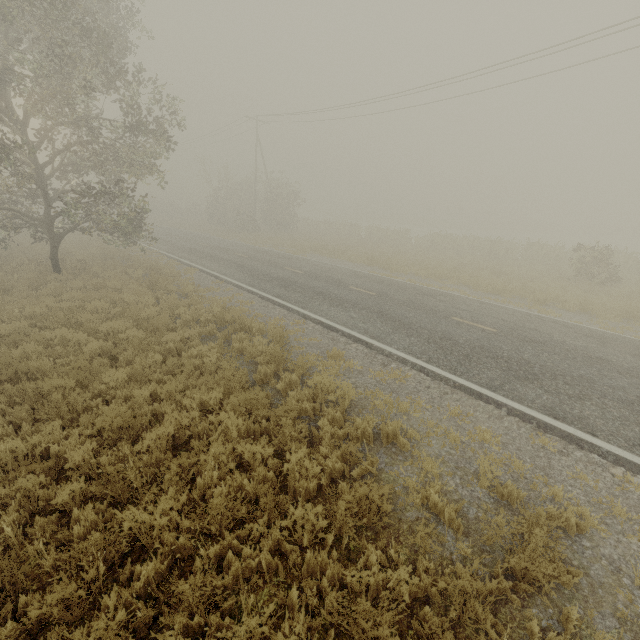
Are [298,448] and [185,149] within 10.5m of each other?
no
